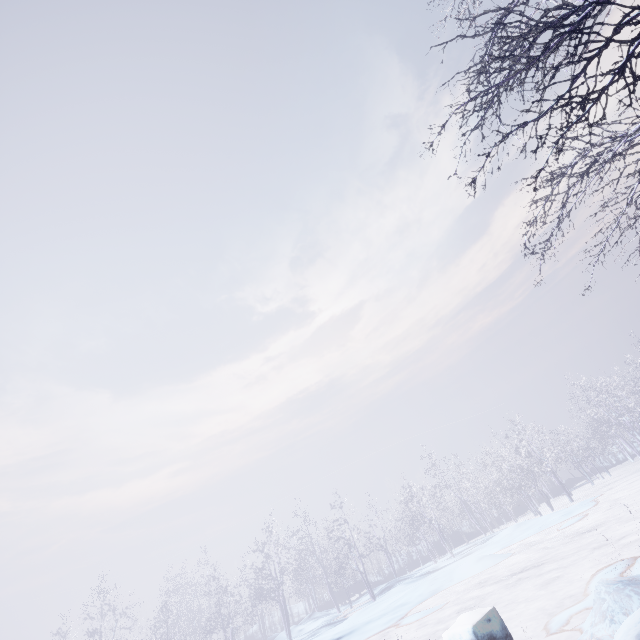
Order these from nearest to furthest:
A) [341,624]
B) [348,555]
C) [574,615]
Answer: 1. [574,615]
2. [341,624]
3. [348,555]

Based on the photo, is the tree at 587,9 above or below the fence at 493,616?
above

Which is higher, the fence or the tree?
the tree

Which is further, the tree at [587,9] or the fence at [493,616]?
the fence at [493,616]

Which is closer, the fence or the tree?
the tree
